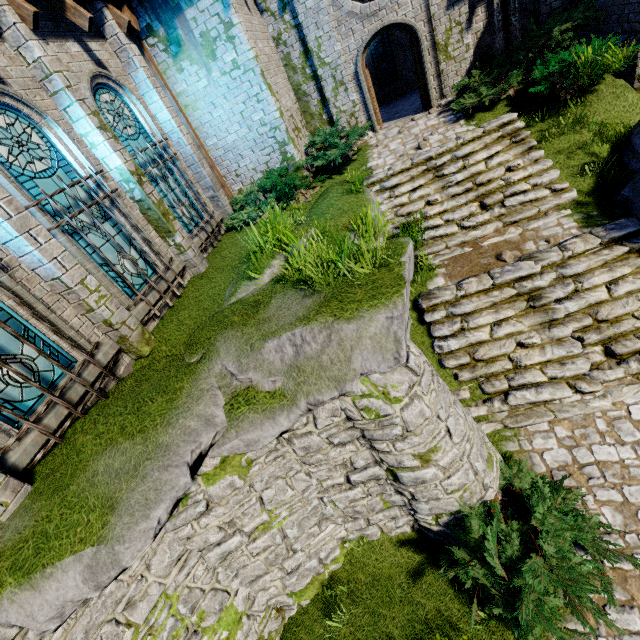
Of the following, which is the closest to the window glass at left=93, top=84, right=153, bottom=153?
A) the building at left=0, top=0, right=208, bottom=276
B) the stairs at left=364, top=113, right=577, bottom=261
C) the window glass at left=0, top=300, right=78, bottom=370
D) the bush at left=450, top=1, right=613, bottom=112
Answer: the building at left=0, top=0, right=208, bottom=276

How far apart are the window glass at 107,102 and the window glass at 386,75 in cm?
1229

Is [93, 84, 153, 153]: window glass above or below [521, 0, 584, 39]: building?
above

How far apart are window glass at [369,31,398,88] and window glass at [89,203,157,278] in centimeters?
1497cm

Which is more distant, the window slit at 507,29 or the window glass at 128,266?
the window slit at 507,29

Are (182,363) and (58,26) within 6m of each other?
no

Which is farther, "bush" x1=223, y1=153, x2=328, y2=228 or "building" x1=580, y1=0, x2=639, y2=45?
"bush" x1=223, y1=153, x2=328, y2=228
